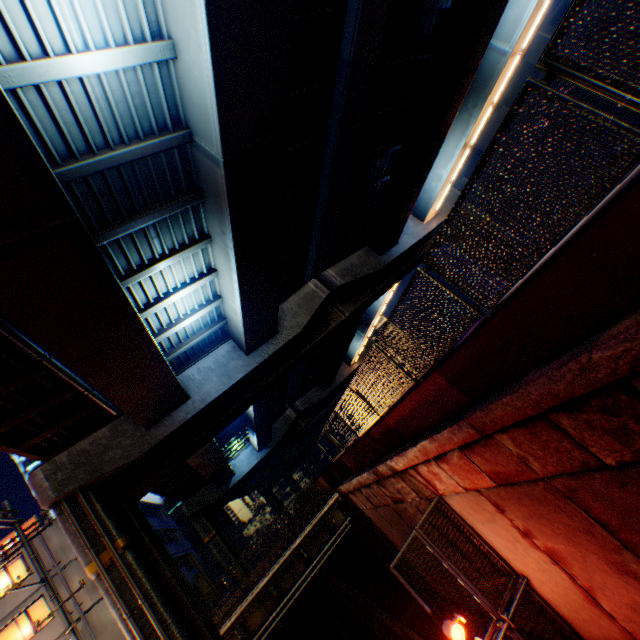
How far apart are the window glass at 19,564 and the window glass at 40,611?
1.46m

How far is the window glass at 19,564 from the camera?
20.1 meters

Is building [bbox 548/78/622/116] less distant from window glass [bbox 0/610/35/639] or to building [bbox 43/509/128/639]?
building [bbox 43/509/128/639]

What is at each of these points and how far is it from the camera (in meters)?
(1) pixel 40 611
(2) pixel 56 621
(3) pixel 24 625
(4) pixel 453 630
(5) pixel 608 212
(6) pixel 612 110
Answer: (1) window glass, 19.36
(2) building, 18.83
(3) window glass, 18.97
(4) street lamp, 6.62
(5) concrete block, 2.92
(6) building, 24.91

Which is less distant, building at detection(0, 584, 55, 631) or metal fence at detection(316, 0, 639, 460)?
metal fence at detection(316, 0, 639, 460)

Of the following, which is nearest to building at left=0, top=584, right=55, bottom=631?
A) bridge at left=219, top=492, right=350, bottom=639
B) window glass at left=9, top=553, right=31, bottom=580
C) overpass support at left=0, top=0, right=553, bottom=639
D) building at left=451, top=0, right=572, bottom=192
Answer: window glass at left=9, top=553, right=31, bottom=580

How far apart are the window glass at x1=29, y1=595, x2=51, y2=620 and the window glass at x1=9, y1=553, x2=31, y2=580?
1.5 meters

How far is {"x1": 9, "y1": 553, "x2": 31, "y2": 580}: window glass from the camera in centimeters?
2008cm
